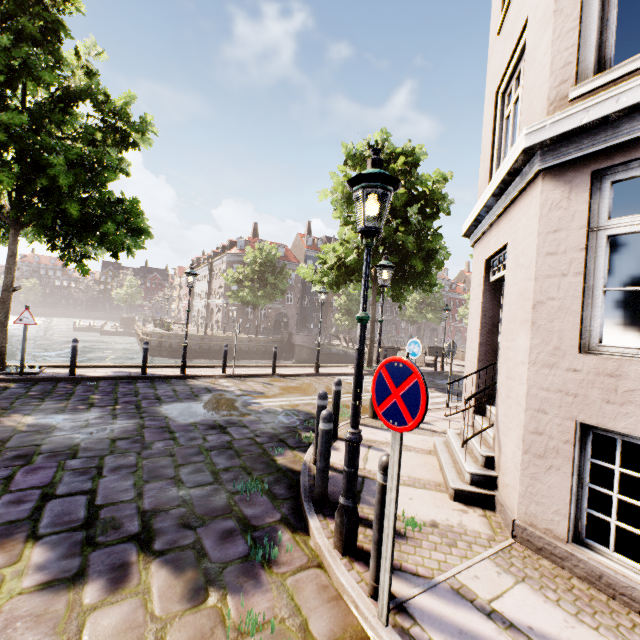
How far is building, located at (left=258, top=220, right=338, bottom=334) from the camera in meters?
47.1 m

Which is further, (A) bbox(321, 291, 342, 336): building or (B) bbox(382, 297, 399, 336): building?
(B) bbox(382, 297, 399, 336): building

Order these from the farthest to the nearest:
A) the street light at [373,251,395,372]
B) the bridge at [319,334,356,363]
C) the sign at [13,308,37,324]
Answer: the bridge at [319,334,356,363], the sign at [13,308,37,324], the street light at [373,251,395,372]

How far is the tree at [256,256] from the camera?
34.00m

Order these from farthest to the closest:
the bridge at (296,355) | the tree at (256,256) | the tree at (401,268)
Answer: the tree at (256,256) → the bridge at (296,355) → the tree at (401,268)

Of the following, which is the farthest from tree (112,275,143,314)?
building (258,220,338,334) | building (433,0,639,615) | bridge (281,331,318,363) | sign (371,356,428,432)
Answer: sign (371,356,428,432)

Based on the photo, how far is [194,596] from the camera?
2.56m

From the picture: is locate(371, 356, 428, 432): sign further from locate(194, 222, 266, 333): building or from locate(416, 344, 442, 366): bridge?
locate(194, 222, 266, 333): building
